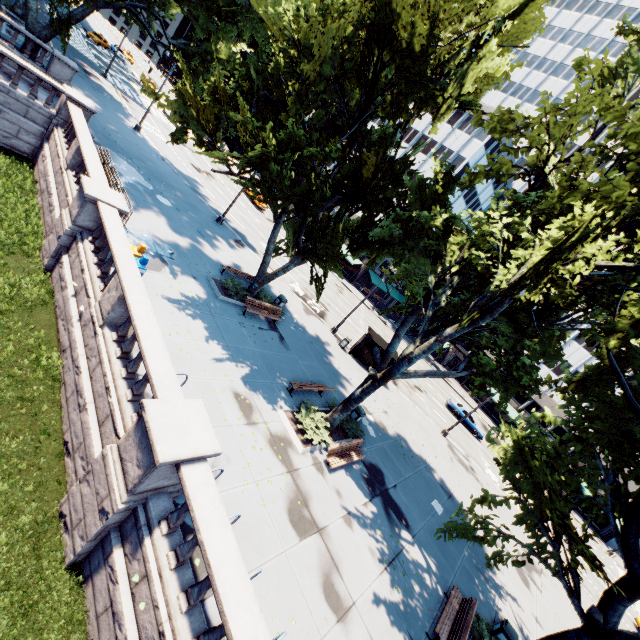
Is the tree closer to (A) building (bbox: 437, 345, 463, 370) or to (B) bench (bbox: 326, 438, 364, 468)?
(A) building (bbox: 437, 345, 463, 370)

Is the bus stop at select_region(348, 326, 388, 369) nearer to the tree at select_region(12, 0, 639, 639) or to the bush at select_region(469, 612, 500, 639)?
the tree at select_region(12, 0, 639, 639)

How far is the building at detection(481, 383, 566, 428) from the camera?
49.09m

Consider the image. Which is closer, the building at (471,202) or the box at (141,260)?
the box at (141,260)

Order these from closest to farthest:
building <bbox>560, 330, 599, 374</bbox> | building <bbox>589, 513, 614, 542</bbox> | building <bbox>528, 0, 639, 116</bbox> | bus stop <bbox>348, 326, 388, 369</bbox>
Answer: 1. bus stop <bbox>348, 326, 388, 369</bbox>
2. building <bbox>589, 513, 614, 542</bbox>
3. building <bbox>560, 330, 599, 374</bbox>
4. building <bbox>528, 0, 639, 116</bbox>

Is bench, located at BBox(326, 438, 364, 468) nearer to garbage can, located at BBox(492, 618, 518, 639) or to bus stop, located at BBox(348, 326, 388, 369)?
garbage can, located at BBox(492, 618, 518, 639)

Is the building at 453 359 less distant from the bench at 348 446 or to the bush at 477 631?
the bench at 348 446

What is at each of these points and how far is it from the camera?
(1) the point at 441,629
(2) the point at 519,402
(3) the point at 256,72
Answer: (1) bench, 10.0 meters
(2) building, 52.0 meters
(3) tree, 17.2 meters
